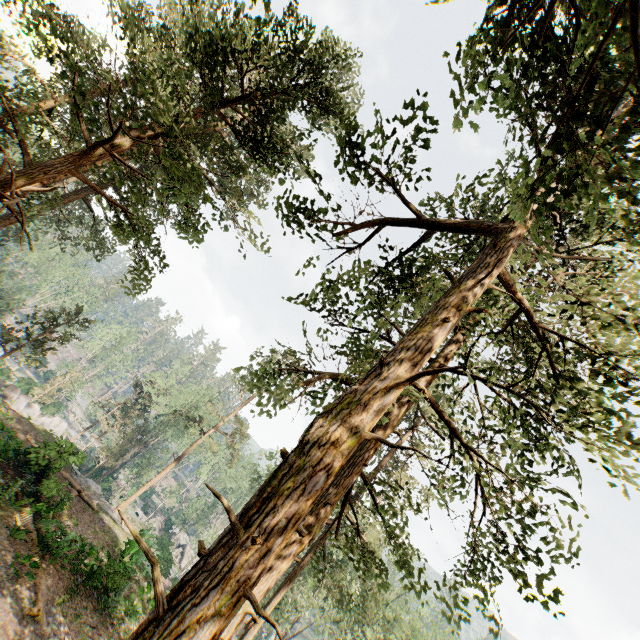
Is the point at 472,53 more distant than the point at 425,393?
No

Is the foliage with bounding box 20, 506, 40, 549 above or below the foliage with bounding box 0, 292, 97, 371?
below

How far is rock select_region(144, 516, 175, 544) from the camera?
41.8m

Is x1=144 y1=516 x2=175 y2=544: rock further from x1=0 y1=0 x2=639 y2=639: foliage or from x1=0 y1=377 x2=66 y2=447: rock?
x1=0 y1=377 x2=66 y2=447: rock

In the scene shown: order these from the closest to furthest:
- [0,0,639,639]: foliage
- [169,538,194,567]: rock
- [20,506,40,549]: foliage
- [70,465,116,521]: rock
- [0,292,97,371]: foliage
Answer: [0,0,639,639]: foliage < [20,506,40,549]: foliage < [0,292,97,371]: foliage < [70,465,116,521]: rock < [169,538,194,567]: rock

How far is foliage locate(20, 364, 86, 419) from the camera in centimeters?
4209cm

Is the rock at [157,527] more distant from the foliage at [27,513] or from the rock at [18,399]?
the rock at [18,399]

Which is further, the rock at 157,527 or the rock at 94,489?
the rock at 157,527
